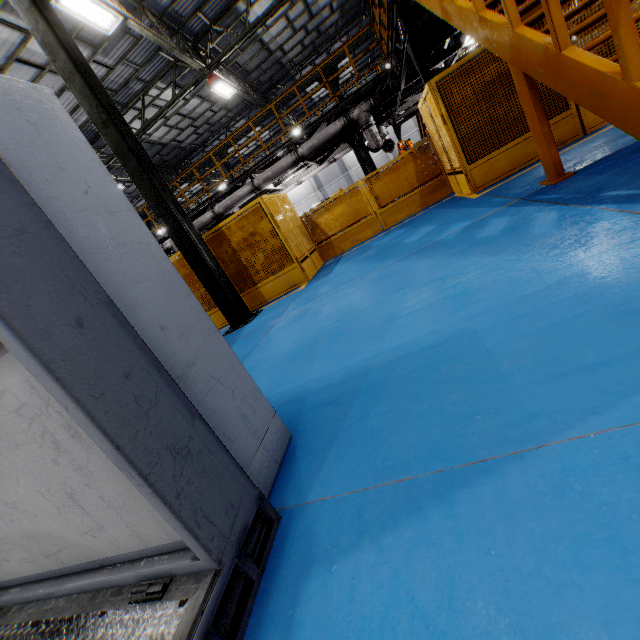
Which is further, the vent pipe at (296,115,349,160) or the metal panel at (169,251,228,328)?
the vent pipe at (296,115,349,160)

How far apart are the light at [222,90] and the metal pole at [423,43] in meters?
8.4

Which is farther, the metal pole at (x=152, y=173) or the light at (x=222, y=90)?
the light at (x=222, y=90)

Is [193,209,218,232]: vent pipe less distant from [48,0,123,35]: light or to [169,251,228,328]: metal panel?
[169,251,228,328]: metal panel

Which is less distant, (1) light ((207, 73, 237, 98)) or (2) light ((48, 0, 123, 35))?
(2) light ((48, 0, 123, 35))

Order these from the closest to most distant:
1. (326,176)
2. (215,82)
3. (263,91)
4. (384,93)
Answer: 1. (384,93)
2. (215,82)
3. (263,91)
4. (326,176)

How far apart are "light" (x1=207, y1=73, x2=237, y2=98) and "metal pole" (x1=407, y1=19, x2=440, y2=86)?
8.4m

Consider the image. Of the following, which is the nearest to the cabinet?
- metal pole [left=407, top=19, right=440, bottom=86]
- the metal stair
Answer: the metal stair
